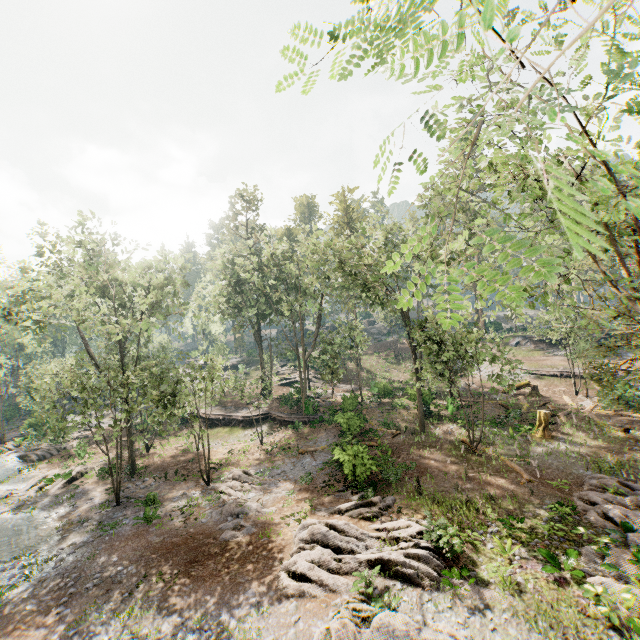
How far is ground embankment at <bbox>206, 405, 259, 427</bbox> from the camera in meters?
33.5 m

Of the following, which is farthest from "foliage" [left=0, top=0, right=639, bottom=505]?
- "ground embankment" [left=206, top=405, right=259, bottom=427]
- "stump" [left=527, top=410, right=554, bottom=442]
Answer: "stump" [left=527, top=410, right=554, bottom=442]

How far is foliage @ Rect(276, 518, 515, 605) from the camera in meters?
11.5

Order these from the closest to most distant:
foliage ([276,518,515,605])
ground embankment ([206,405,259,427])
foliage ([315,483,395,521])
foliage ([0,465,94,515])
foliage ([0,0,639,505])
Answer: foliage ([0,0,639,505]) → foliage ([276,518,515,605]) → foliage ([315,483,395,521]) → foliage ([0,465,94,515]) → ground embankment ([206,405,259,427])

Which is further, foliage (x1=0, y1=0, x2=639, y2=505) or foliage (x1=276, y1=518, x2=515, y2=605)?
foliage (x1=276, y1=518, x2=515, y2=605)

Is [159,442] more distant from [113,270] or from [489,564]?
[489,564]

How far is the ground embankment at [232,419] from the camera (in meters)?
33.50
